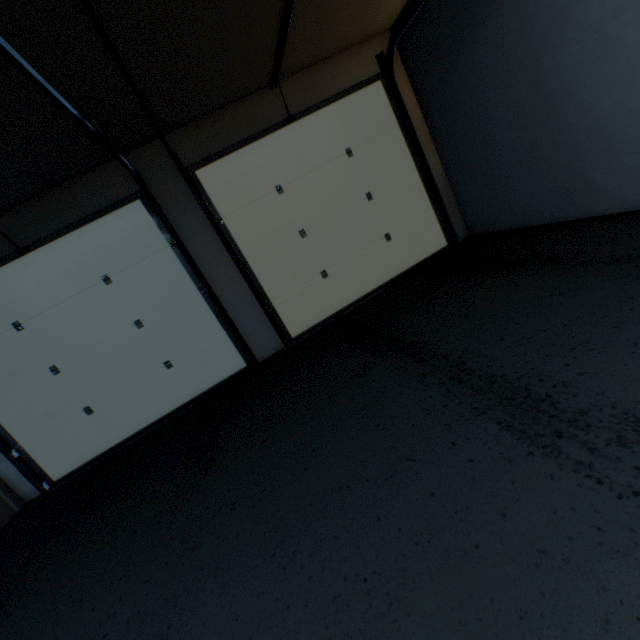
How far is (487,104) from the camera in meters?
3.0 m
